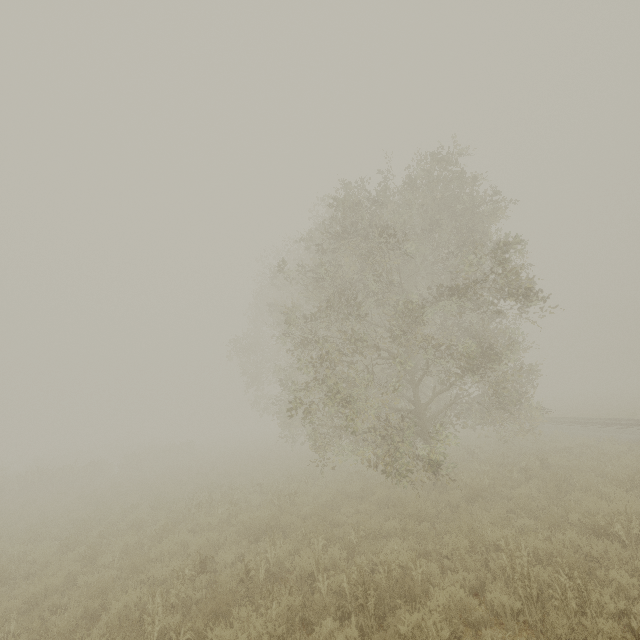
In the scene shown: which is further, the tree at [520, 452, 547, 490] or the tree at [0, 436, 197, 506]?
the tree at [0, 436, 197, 506]

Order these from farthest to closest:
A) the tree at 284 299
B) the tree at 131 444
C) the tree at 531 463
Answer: the tree at 131 444 < the tree at 531 463 < the tree at 284 299

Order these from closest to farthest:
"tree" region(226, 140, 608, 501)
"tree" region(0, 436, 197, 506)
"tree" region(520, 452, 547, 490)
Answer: "tree" region(226, 140, 608, 501), "tree" region(520, 452, 547, 490), "tree" region(0, 436, 197, 506)

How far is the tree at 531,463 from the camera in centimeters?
1044cm

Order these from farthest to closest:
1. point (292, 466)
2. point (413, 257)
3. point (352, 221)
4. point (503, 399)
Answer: point (292, 466), point (413, 257), point (503, 399), point (352, 221)

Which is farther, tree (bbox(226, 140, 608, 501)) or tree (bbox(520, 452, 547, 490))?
tree (bbox(520, 452, 547, 490))

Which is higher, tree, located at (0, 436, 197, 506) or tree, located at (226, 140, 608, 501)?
tree, located at (226, 140, 608, 501)
